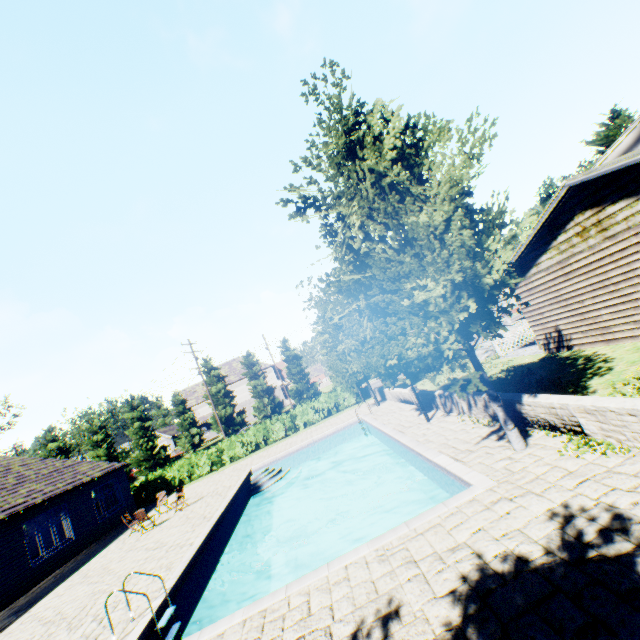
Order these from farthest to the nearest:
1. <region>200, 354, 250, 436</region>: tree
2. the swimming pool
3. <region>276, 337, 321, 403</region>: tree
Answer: <region>276, 337, 321, 403</region>: tree
<region>200, 354, 250, 436</region>: tree
the swimming pool

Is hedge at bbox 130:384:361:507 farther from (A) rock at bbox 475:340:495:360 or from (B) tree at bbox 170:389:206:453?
(A) rock at bbox 475:340:495:360

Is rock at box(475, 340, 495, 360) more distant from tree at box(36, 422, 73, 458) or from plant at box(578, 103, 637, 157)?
tree at box(36, 422, 73, 458)

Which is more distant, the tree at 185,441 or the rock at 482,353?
the tree at 185,441

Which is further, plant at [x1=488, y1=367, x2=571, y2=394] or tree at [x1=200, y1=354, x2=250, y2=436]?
tree at [x1=200, y1=354, x2=250, y2=436]

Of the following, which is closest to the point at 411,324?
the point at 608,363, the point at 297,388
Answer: the point at 608,363

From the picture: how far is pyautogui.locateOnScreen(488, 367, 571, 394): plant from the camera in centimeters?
956cm

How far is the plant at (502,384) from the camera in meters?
9.6 m
